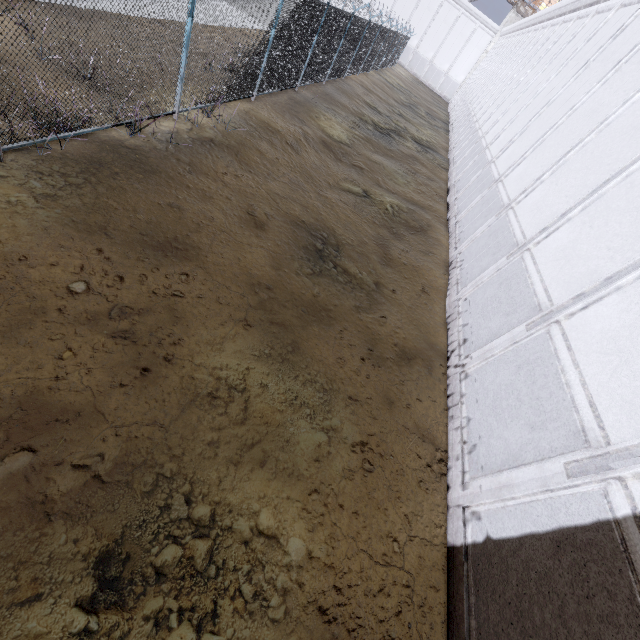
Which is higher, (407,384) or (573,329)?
(573,329)
